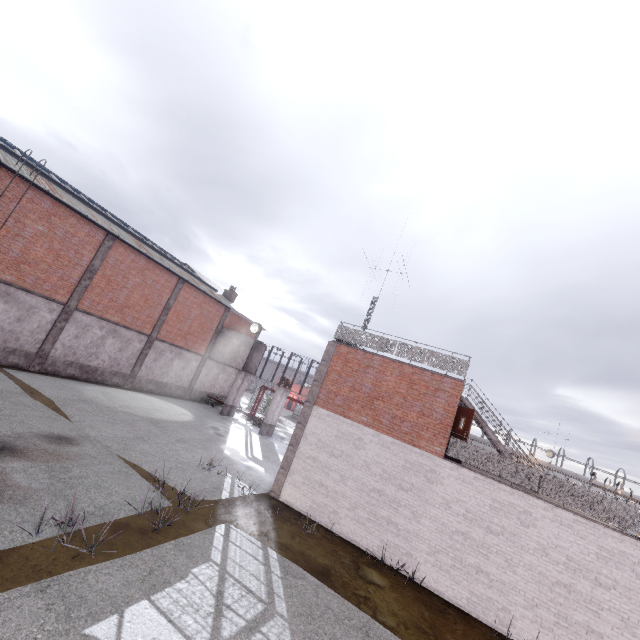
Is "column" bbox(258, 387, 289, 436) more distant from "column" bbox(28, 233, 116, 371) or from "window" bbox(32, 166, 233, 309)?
"column" bbox(28, 233, 116, 371)

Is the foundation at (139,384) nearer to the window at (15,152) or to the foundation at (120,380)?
the foundation at (120,380)

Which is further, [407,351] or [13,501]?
[407,351]

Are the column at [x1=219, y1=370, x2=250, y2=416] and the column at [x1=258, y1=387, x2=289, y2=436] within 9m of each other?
yes

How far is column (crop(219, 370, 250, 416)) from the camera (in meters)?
27.61

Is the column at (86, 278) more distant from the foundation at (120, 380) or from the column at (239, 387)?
the column at (239, 387)

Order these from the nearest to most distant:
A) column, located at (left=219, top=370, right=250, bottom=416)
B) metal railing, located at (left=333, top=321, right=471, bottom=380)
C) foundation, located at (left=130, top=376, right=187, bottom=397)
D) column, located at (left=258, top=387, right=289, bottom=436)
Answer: metal railing, located at (left=333, top=321, right=471, bottom=380), foundation, located at (left=130, top=376, right=187, bottom=397), column, located at (left=258, top=387, right=289, bottom=436), column, located at (left=219, top=370, right=250, bottom=416)

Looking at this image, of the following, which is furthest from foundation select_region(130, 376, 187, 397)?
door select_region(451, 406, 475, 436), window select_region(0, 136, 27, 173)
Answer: door select_region(451, 406, 475, 436)
